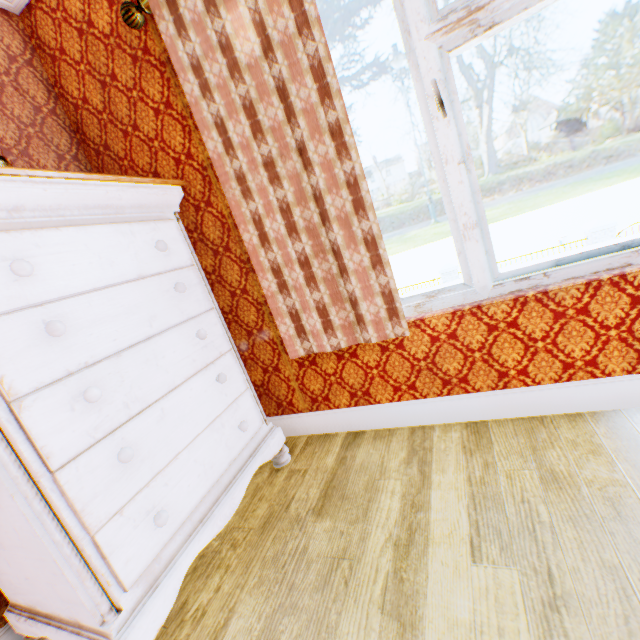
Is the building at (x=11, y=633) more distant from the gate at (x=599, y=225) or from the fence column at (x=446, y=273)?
the fence column at (x=446, y=273)

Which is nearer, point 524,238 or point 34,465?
point 34,465

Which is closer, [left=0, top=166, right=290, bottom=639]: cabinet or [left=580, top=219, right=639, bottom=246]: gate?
[left=0, top=166, right=290, bottom=639]: cabinet

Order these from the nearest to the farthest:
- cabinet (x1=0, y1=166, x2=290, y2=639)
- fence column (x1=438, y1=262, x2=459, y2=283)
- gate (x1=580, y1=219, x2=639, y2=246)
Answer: cabinet (x1=0, y1=166, x2=290, y2=639) → gate (x1=580, y1=219, x2=639, y2=246) → fence column (x1=438, y1=262, x2=459, y2=283)

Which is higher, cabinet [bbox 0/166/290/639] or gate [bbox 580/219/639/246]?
cabinet [bbox 0/166/290/639]

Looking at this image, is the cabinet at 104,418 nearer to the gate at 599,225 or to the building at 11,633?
the building at 11,633

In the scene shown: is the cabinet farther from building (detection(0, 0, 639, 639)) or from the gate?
the gate

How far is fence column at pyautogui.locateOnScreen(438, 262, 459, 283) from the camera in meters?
14.5
